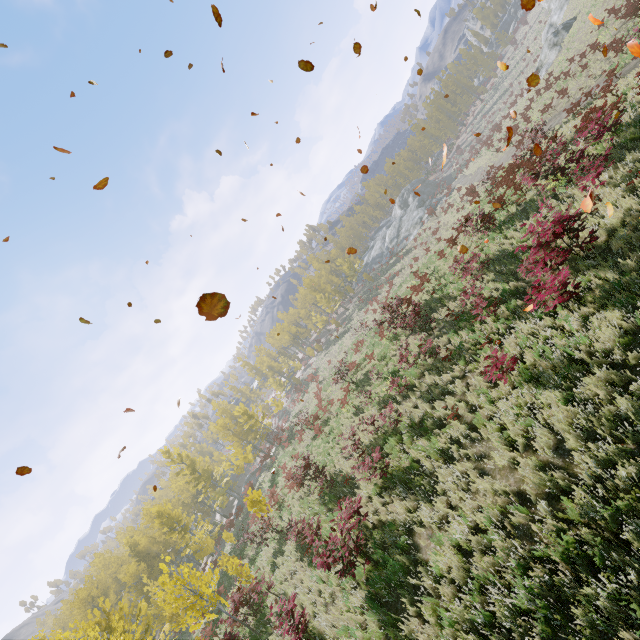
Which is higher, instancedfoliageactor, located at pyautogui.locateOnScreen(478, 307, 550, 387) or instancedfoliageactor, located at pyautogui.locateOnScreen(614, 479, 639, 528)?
instancedfoliageactor, located at pyautogui.locateOnScreen(478, 307, 550, 387)

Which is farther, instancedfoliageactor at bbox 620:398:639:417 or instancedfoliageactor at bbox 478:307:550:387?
instancedfoliageactor at bbox 478:307:550:387

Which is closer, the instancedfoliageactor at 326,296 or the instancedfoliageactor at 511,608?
the instancedfoliageactor at 511,608

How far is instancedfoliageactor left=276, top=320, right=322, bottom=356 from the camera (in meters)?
52.75

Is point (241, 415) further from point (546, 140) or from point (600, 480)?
point (600, 480)
